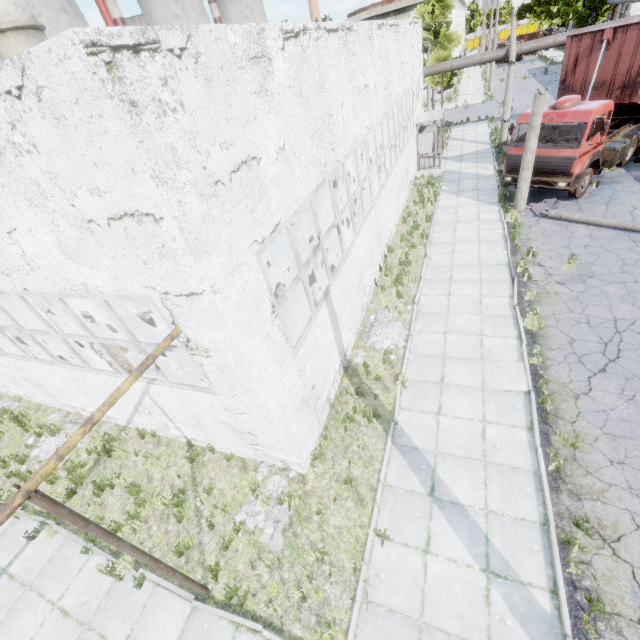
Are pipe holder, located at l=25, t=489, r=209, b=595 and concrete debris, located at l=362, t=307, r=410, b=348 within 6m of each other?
no

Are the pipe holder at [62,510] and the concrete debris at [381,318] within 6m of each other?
no

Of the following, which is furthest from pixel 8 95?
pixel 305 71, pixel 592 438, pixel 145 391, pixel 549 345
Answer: pixel 549 345

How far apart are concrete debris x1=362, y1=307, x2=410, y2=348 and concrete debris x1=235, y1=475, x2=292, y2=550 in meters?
4.6 m

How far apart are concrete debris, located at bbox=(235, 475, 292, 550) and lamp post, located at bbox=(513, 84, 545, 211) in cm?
1470

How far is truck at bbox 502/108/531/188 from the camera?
13.9m

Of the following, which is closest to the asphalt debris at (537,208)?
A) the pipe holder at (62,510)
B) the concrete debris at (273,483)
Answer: the concrete debris at (273,483)

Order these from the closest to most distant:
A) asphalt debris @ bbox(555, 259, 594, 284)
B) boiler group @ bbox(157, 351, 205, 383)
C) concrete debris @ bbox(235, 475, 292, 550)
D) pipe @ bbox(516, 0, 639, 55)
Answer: concrete debris @ bbox(235, 475, 292, 550) < boiler group @ bbox(157, 351, 205, 383) < asphalt debris @ bbox(555, 259, 594, 284) < pipe @ bbox(516, 0, 639, 55)
